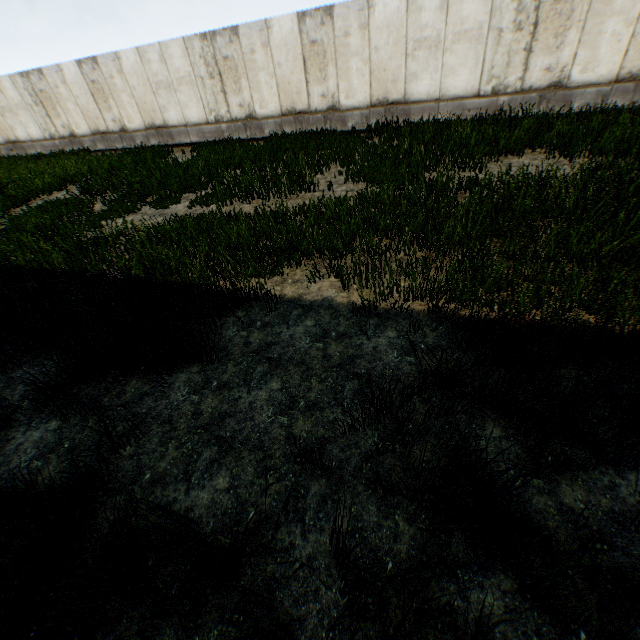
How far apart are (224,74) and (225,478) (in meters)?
15.51
